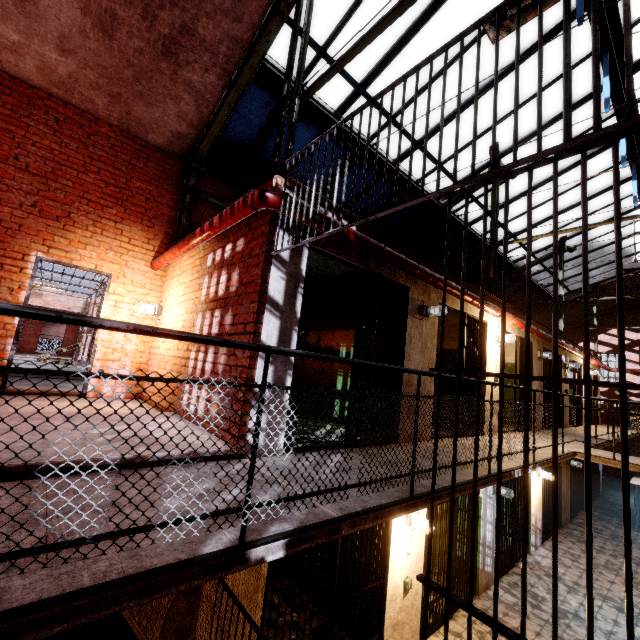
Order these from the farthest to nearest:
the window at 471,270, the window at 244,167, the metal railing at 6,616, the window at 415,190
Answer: the window at 471,270
the window at 415,190
the window at 244,167
the metal railing at 6,616

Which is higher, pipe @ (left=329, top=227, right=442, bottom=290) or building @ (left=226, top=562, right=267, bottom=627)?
pipe @ (left=329, top=227, right=442, bottom=290)

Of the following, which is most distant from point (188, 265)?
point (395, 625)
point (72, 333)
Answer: point (72, 333)

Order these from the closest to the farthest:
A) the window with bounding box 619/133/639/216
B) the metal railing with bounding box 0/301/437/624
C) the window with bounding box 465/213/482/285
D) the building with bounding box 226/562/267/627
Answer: the metal railing with bounding box 0/301/437/624
the building with bounding box 226/562/267/627
the window with bounding box 619/133/639/216
the window with bounding box 465/213/482/285

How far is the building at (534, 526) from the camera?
8.20m

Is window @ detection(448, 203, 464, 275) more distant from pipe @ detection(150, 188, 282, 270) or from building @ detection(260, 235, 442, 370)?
pipe @ detection(150, 188, 282, 270)

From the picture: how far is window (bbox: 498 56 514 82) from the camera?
5.2 meters

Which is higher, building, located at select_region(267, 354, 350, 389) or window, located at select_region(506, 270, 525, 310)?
window, located at select_region(506, 270, 525, 310)
